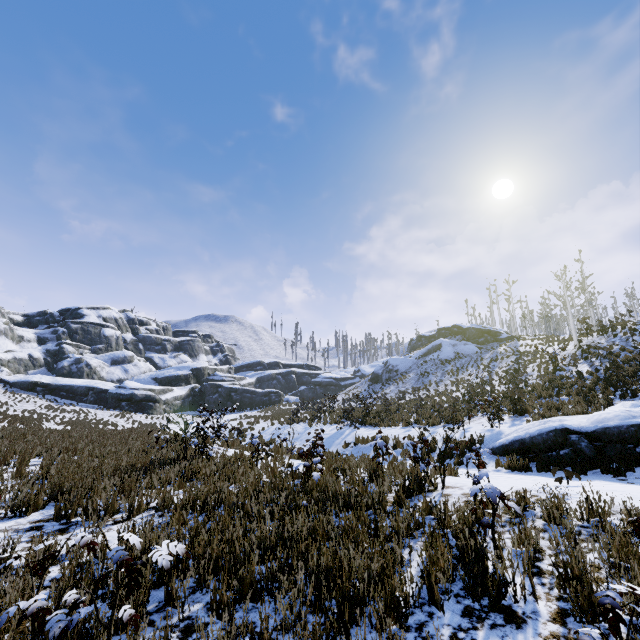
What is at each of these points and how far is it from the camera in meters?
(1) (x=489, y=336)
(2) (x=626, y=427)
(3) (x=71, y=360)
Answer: (1) rock, 44.6 m
(2) rock, 8.1 m
(3) rock, 46.1 m

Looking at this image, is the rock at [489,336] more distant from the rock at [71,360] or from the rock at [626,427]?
the rock at [626,427]

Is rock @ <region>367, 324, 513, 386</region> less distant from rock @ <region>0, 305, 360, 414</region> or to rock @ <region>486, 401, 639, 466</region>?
rock @ <region>0, 305, 360, 414</region>

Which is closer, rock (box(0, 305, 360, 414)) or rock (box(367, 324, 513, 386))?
rock (box(0, 305, 360, 414))

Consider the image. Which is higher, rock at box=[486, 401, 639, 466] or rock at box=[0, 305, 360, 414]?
rock at box=[0, 305, 360, 414]

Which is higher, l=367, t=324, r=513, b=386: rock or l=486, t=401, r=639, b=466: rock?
l=367, t=324, r=513, b=386: rock
